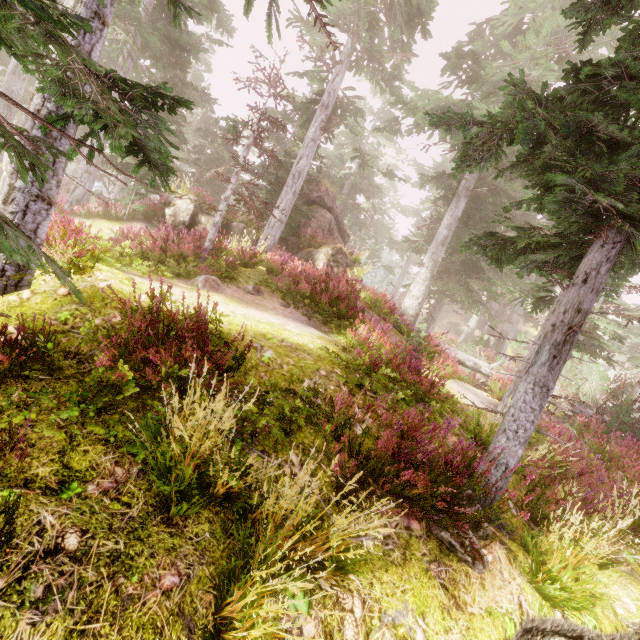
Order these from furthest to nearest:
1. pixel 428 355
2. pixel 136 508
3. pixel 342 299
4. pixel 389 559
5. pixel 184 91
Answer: pixel 184 91 < pixel 428 355 < pixel 342 299 < pixel 389 559 < pixel 136 508

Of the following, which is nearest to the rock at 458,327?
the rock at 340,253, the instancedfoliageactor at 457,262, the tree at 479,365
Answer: the instancedfoliageactor at 457,262

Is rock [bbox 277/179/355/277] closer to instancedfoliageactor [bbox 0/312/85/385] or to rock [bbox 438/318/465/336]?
instancedfoliageactor [bbox 0/312/85/385]

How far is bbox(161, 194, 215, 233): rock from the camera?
15.55m

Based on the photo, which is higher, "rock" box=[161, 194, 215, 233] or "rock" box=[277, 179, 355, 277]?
"rock" box=[277, 179, 355, 277]

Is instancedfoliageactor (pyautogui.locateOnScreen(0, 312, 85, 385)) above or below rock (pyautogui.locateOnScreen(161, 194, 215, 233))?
below

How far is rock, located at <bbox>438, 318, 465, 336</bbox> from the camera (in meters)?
39.84

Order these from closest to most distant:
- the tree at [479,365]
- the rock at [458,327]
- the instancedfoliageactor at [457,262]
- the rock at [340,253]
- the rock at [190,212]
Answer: the instancedfoliageactor at [457,262]
the tree at [479,365]
the rock at [340,253]
the rock at [190,212]
the rock at [458,327]
